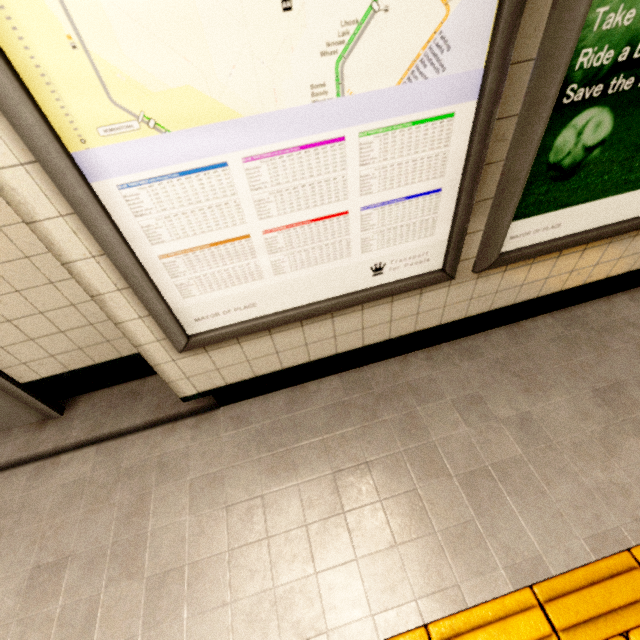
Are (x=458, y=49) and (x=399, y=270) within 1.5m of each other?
yes

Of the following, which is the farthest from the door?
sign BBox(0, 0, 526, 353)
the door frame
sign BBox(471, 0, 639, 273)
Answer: sign BBox(471, 0, 639, 273)

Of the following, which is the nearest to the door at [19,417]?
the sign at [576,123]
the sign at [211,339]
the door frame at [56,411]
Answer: the door frame at [56,411]

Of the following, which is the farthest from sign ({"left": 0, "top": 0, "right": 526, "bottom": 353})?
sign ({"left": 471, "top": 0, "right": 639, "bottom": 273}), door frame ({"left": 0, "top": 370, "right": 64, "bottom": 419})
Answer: door frame ({"left": 0, "top": 370, "right": 64, "bottom": 419})

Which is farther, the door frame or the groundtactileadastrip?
the door frame

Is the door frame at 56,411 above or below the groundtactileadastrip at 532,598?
above

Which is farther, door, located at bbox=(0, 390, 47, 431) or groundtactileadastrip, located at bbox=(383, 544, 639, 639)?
door, located at bbox=(0, 390, 47, 431)

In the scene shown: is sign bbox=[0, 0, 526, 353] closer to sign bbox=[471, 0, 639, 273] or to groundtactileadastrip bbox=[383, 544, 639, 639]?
sign bbox=[471, 0, 639, 273]
